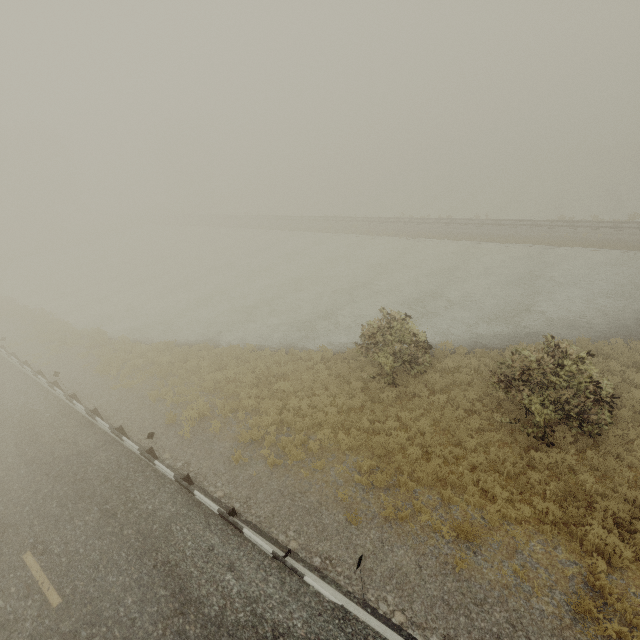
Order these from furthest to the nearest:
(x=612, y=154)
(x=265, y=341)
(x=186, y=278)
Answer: (x=612, y=154), (x=186, y=278), (x=265, y=341)
